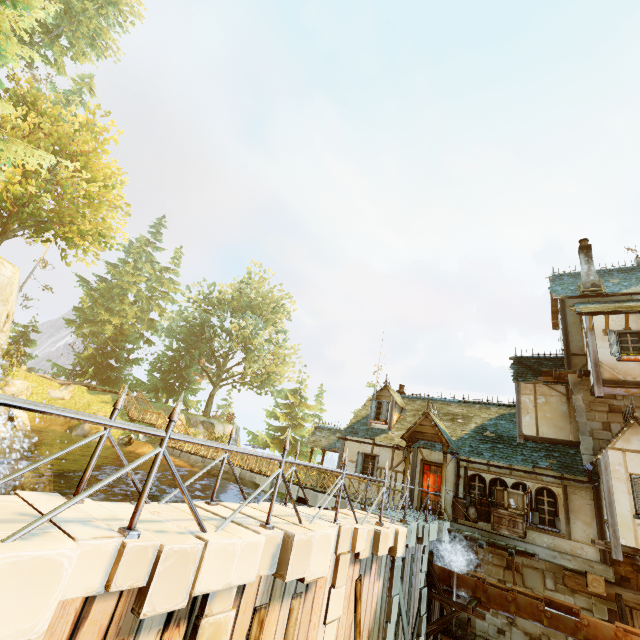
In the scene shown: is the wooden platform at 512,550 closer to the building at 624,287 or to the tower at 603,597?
the building at 624,287

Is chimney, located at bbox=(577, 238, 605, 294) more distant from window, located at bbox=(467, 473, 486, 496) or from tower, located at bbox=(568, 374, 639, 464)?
window, located at bbox=(467, 473, 486, 496)

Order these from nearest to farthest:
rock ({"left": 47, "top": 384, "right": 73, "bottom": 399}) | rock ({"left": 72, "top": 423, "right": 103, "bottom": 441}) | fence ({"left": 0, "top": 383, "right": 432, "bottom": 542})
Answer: fence ({"left": 0, "top": 383, "right": 432, "bottom": 542}), rock ({"left": 72, "top": 423, "right": 103, "bottom": 441}), rock ({"left": 47, "top": 384, "right": 73, "bottom": 399})

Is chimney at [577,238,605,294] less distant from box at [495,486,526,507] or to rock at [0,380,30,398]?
box at [495,486,526,507]

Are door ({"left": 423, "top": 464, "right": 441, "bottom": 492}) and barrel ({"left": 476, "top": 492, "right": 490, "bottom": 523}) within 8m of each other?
yes

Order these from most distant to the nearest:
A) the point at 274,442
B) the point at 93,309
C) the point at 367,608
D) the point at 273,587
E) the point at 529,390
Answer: the point at 274,442 < the point at 93,309 < the point at 529,390 < the point at 367,608 < the point at 273,587

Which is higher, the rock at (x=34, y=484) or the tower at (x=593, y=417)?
the tower at (x=593, y=417)

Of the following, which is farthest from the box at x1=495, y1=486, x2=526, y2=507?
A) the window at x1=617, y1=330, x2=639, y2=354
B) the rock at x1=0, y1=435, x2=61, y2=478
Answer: the rock at x1=0, y1=435, x2=61, y2=478
